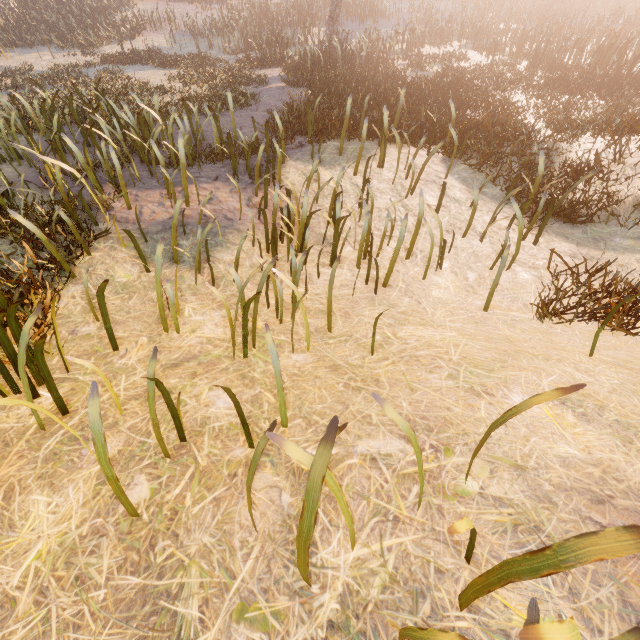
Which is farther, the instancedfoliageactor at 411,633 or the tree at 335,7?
the tree at 335,7

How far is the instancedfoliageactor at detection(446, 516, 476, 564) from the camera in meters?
1.1 m

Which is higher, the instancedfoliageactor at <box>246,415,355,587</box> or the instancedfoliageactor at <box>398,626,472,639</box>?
the instancedfoliageactor at <box>246,415,355,587</box>

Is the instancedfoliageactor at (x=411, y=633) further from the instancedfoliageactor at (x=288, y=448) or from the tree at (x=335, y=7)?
the tree at (x=335, y=7)

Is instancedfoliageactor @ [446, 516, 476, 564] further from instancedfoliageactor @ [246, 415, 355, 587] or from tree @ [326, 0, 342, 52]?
tree @ [326, 0, 342, 52]

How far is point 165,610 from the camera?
1.52m

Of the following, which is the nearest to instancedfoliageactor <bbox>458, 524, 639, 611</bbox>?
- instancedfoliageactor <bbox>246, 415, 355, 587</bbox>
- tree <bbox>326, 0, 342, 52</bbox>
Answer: instancedfoliageactor <bbox>246, 415, 355, 587</bbox>
